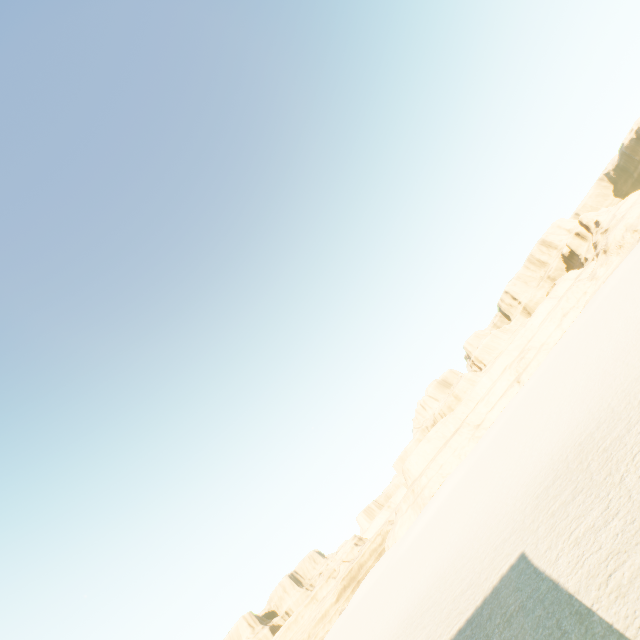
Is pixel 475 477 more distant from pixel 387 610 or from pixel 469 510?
pixel 387 610
